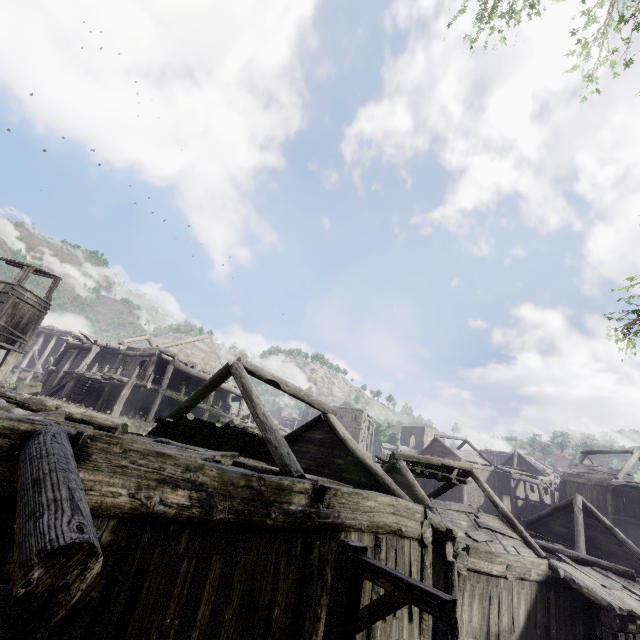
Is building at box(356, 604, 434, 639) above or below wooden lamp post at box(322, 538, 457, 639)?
below

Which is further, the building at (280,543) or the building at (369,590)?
the building at (369,590)

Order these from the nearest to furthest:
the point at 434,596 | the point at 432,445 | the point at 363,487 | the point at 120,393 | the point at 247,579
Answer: the point at 434,596 → the point at 247,579 → the point at 363,487 → the point at 120,393 → the point at 432,445

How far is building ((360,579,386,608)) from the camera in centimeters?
694cm

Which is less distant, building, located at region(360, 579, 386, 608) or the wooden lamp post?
the wooden lamp post

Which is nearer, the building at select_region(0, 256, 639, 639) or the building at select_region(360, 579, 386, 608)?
the building at select_region(0, 256, 639, 639)

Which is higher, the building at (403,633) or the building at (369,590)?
the building at (369,590)
